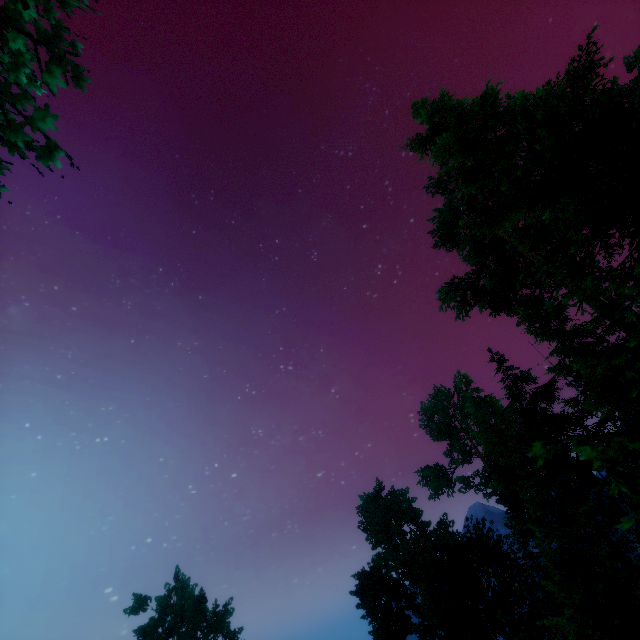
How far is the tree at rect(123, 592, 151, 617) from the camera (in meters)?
39.22

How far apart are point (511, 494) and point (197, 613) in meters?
41.0 m

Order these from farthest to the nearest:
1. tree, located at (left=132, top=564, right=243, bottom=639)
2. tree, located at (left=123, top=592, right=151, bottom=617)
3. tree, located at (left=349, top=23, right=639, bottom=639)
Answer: tree, located at (left=123, top=592, right=151, bottom=617)
tree, located at (left=132, top=564, right=243, bottom=639)
tree, located at (left=349, top=23, right=639, bottom=639)

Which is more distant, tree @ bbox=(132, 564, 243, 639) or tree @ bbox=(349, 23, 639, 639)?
tree @ bbox=(132, 564, 243, 639)

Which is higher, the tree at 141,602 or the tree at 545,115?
the tree at 141,602

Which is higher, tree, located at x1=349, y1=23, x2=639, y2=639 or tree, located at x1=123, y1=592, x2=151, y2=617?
tree, located at x1=123, y1=592, x2=151, y2=617

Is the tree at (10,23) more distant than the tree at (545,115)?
No
